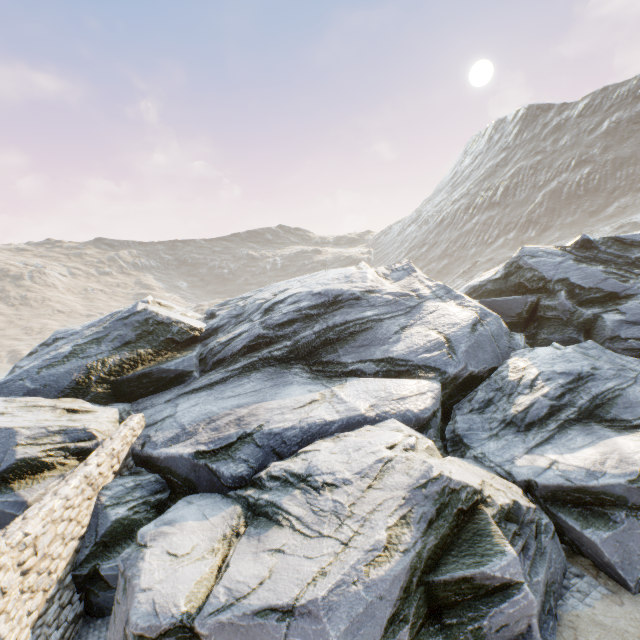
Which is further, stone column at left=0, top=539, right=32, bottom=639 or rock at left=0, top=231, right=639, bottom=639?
stone column at left=0, top=539, right=32, bottom=639

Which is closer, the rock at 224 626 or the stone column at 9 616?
the rock at 224 626

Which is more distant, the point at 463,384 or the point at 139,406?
the point at 139,406
